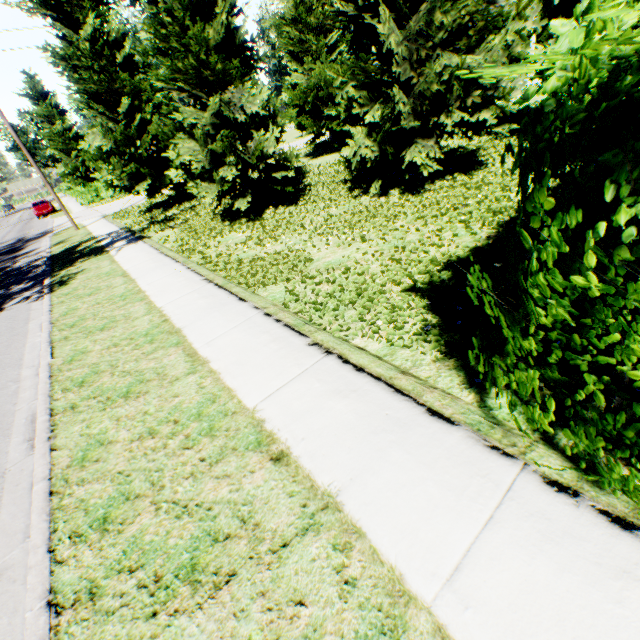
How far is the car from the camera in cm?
3347

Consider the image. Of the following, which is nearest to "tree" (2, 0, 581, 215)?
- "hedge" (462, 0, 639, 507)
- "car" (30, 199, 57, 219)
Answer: "hedge" (462, 0, 639, 507)

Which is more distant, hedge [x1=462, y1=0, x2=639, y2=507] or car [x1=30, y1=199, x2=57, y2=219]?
car [x1=30, y1=199, x2=57, y2=219]

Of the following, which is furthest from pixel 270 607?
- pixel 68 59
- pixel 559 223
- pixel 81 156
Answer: pixel 81 156

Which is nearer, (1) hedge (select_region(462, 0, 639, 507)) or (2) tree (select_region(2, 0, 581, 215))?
(1) hedge (select_region(462, 0, 639, 507))

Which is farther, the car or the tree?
the car

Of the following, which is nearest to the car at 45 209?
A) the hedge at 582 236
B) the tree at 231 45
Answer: the tree at 231 45
